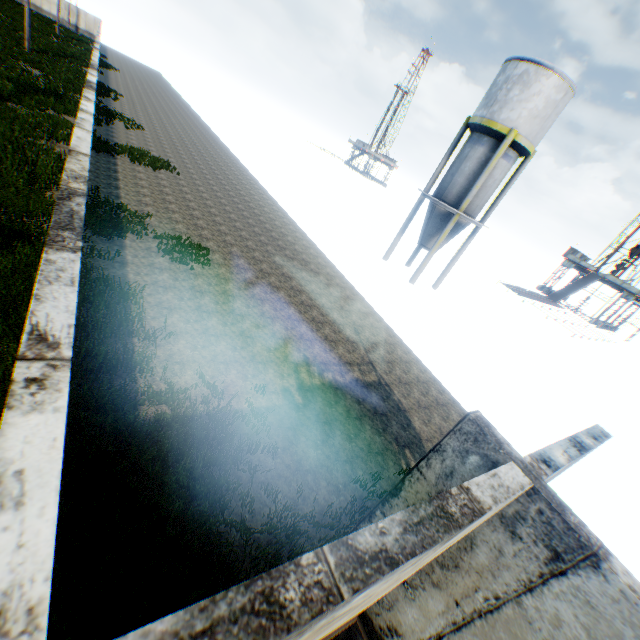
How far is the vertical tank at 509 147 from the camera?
16.4 meters

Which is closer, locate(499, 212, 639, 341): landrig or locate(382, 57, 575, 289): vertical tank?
locate(382, 57, 575, 289): vertical tank

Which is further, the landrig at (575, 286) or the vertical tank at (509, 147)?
the landrig at (575, 286)

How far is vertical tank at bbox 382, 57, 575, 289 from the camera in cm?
1644

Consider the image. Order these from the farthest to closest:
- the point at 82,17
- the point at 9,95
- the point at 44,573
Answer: the point at 82,17, the point at 9,95, the point at 44,573
